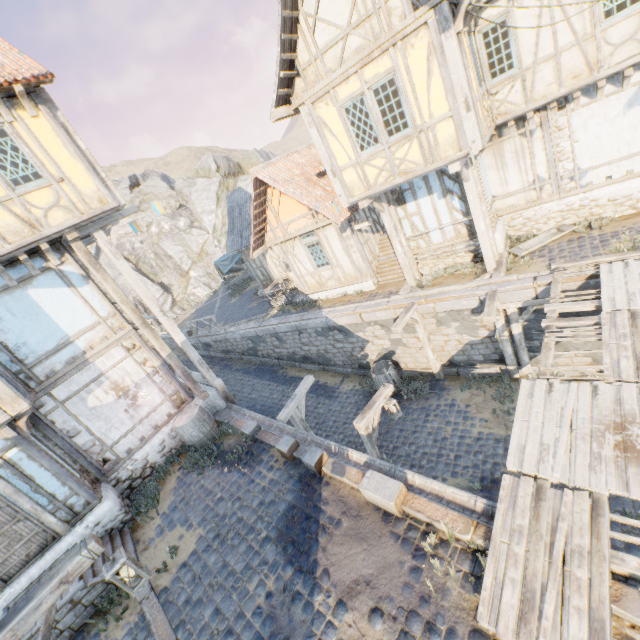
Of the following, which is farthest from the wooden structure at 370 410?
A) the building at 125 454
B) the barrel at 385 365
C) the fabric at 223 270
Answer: the fabric at 223 270

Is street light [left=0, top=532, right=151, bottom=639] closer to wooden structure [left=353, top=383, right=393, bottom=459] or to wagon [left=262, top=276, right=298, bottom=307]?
wooden structure [left=353, top=383, right=393, bottom=459]

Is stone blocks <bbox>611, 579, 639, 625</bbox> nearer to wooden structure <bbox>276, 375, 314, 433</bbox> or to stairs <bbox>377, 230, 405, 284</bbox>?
wooden structure <bbox>276, 375, 314, 433</bbox>

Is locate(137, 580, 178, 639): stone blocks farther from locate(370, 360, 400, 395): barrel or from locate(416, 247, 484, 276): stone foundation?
locate(416, 247, 484, 276): stone foundation

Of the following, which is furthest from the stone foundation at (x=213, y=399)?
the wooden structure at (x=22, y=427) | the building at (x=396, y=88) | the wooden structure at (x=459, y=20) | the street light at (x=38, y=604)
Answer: the wooden structure at (x=459, y=20)

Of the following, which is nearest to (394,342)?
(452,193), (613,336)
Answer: (452,193)

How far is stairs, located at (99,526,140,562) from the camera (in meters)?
7.43

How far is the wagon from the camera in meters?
16.8
